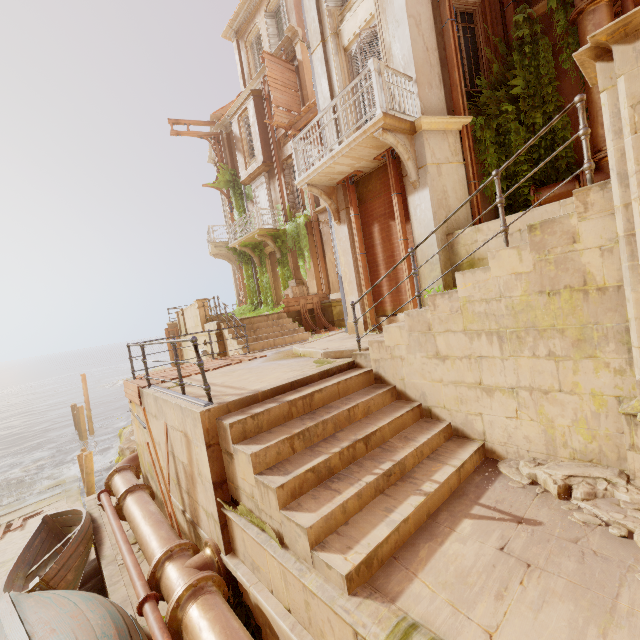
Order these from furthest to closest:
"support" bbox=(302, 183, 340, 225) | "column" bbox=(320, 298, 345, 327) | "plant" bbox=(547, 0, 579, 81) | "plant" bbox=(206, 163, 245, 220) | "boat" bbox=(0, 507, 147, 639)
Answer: "plant" bbox=(206, 163, 245, 220)
"column" bbox=(320, 298, 345, 327)
"support" bbox=(302, 183, 340, 225)
"plant" bbox=(547, 0, 579, 81)
"boat" bbox=(0, 507, 147, 639)

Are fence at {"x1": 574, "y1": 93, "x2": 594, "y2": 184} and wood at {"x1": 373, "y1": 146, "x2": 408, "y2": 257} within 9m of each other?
yes

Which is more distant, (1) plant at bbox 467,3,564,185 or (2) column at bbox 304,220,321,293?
(2) column at bbox 304,220,321,293

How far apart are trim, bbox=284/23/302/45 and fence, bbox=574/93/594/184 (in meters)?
16.06

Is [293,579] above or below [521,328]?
below

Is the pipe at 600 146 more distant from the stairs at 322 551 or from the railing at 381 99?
the railing at 381 99

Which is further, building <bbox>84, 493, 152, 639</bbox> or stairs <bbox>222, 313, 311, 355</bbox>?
stairs <bbox>222, 313, 311, 355</bbox>

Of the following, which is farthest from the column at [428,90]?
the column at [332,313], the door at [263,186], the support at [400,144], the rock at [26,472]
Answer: the rock at [26,472]
